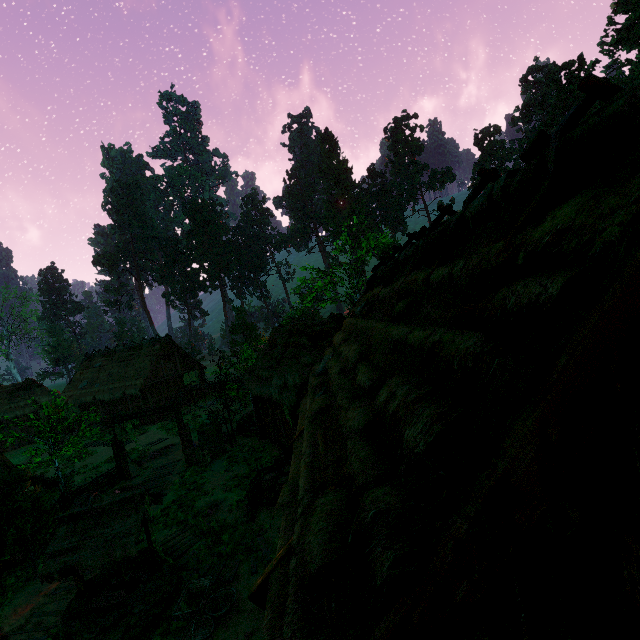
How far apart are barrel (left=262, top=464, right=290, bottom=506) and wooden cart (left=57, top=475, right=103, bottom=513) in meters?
7.3 m

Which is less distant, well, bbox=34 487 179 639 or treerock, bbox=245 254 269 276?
well, bbox=34 487 179 639

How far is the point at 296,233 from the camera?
59.2 meters

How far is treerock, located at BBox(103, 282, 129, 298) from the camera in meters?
57.1 m

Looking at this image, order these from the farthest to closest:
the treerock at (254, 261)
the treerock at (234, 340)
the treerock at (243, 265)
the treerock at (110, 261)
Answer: the treerock at (254, 261) < the treerock at (243, 265) < the treerock at (110, 261) < the treerock at (234, 340)

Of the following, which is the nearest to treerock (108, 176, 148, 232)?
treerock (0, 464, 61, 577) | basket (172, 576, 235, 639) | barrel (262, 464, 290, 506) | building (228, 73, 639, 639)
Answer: building (228, 73, 639, 639)

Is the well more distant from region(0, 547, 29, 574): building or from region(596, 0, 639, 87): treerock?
region(596, 0, 639, 87): treerock

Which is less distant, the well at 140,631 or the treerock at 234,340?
the well at 140,631
